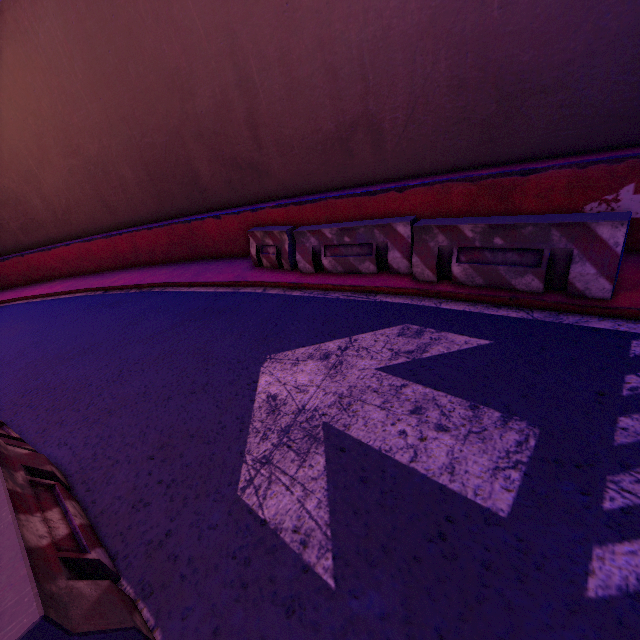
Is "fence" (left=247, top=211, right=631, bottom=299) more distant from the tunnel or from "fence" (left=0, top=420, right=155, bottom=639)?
"fence" (left=0, top=420, right=155, bottom=639)

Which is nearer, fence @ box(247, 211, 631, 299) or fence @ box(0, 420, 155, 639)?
fence @ box(0, 420, 155, 639)

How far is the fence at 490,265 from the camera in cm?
364

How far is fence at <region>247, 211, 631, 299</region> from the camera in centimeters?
364cm

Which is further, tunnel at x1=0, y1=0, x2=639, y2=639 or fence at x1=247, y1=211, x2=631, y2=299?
fence at x1=247, y1=211, x2=631, y2=299

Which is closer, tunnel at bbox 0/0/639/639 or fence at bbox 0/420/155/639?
fence at bbox 0/420/155/639

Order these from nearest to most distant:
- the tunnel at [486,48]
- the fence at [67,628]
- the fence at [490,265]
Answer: the fence at [67,628] < the tunnel at [486,48] < the fence at [490,265]

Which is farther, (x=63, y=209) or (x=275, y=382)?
(x=63, y=209)
